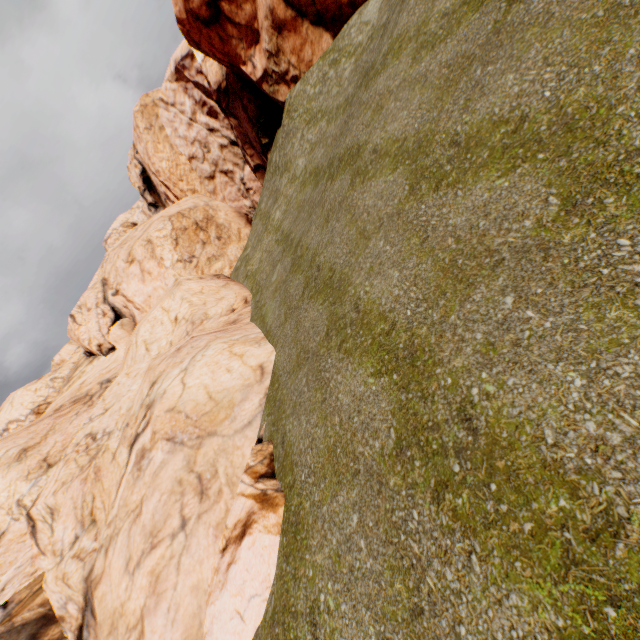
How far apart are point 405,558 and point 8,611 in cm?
1504
